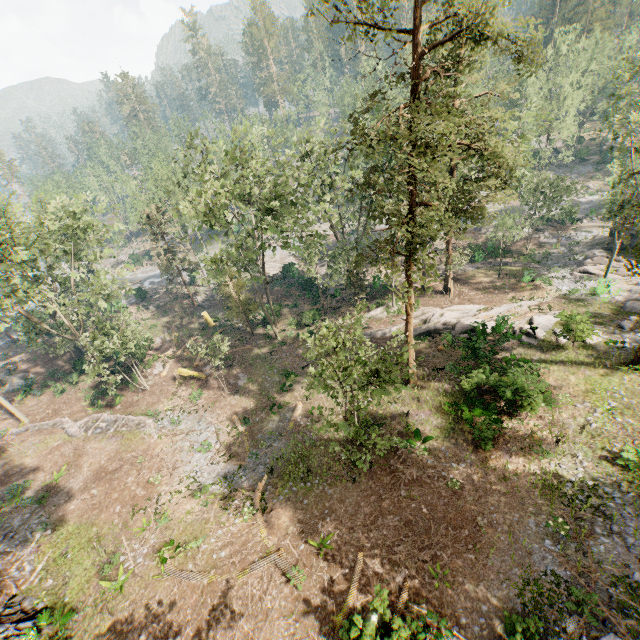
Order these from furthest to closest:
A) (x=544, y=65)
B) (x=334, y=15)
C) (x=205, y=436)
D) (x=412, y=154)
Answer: (x=205, y=436), (x=412, y=154), (x=334, y=15), (x=544, y=65)

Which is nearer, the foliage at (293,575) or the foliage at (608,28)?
the foliage at (608,28)

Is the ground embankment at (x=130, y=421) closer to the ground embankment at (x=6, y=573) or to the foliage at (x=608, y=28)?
the foliage at (x=608, y=28)

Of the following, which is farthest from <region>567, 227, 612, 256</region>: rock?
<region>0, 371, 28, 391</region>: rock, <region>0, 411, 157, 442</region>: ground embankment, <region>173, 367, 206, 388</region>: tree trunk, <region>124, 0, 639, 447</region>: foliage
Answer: <region>0, 371, 28, 391</region>: rock

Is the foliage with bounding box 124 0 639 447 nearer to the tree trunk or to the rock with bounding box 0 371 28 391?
the rock with bounding box 0 371 28 391

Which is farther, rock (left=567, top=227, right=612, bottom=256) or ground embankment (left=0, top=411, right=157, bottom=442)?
rock (left=567, top=227, right=612, bottom=256)

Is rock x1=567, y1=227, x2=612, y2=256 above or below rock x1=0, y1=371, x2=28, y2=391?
below

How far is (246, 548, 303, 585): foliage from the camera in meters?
14.0
